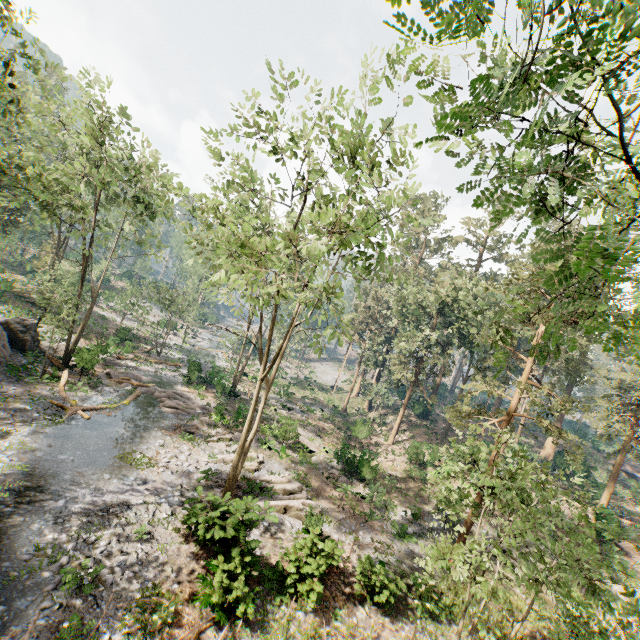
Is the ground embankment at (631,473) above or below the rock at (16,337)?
above

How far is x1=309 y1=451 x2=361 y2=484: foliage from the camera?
23.59m

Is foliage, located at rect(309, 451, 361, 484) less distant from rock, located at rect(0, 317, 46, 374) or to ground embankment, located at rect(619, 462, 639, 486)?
rock, located at rect(0, 317, 46, 374)

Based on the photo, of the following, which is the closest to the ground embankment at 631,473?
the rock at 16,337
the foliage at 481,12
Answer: the foliage at 481,12

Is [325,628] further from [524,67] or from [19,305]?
[19,305]

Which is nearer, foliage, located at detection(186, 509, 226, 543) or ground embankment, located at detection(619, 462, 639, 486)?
foliage, located at detection(186, 509, 226, 543)

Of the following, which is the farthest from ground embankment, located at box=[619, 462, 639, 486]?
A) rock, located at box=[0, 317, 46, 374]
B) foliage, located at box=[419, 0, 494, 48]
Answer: rock, located at box=[0, 317, 46, 374]
